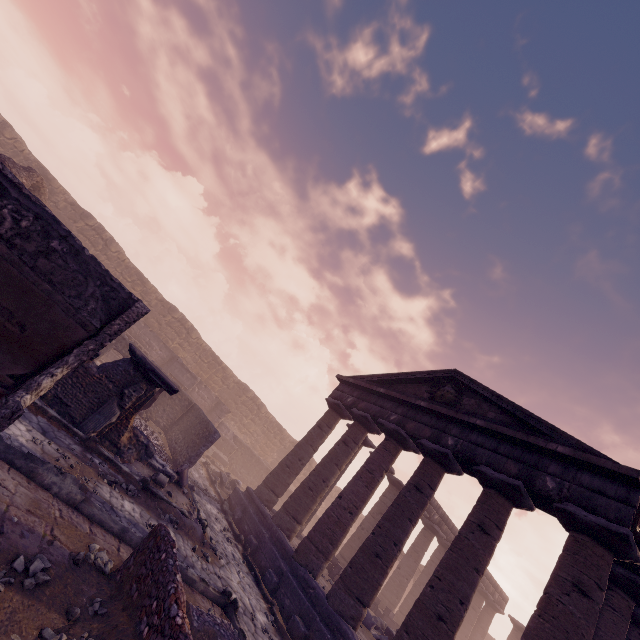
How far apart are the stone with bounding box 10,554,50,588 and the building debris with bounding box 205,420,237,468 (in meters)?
17.53

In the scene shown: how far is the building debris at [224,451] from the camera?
21.1m

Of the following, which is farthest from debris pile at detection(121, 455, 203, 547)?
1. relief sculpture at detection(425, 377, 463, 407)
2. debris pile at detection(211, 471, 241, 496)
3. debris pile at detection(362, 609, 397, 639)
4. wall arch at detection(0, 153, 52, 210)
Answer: wall arch at detection(0, 153, 52, 210)

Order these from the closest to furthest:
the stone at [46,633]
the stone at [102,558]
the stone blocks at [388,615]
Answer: the stone at [46,633]
the stone at [102,558]
the stone blocks at [388,615]

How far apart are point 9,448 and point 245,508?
10.0m

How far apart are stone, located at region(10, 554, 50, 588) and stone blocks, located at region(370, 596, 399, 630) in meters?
17.8 m

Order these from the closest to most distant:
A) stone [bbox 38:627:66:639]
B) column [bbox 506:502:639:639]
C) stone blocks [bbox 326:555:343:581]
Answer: stone [bbox 38:627:66:639] → column [bbox 506:502:639:639] → stone blocks [bbox 326:555:343:581]

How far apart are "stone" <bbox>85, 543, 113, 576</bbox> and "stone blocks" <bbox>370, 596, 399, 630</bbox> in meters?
16.6
